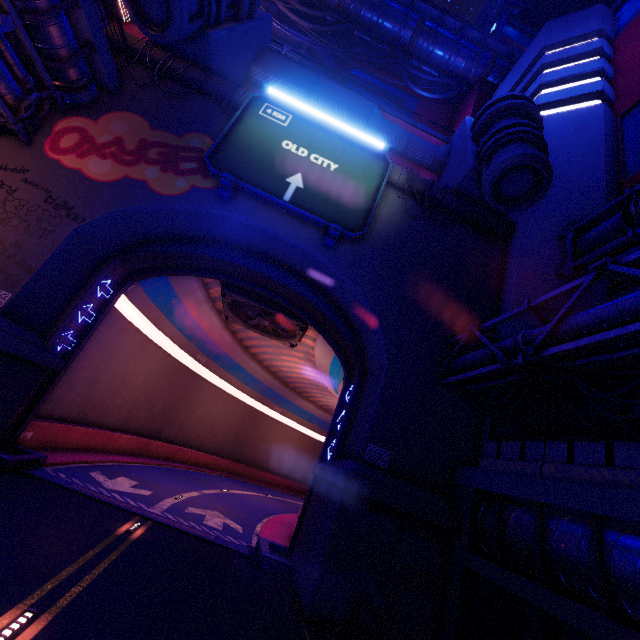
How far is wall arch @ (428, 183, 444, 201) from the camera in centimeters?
1664cm

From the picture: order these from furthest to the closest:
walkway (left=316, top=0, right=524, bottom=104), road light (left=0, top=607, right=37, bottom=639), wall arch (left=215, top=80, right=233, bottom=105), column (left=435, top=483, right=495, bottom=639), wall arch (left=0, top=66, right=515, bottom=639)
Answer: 1. walkway (left=316, top=0, right=524, bottom=104)
2. wall arch (left=215, top=80, right=233, bottom=105)
3. wall arch (left=0, top=66, right=515, bottom=639)
4. column (left=435, top=483, right=495, bottom=639)
5. road light (left=0, top=607, right=37, bottom=639)

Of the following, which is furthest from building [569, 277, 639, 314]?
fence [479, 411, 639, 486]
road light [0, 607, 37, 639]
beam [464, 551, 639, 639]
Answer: road light [0, 607, 37, 639]

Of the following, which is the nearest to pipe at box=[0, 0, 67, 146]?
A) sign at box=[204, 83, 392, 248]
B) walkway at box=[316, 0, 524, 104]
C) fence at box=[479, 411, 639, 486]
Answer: sign at box=[204, 83, 392, 248]

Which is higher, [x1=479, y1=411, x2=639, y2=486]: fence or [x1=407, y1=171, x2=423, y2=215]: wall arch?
[x1=407, y1=171, x2=423, y2=215]: wall arch

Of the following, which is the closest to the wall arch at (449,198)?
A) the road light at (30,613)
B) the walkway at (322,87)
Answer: the walkway at (322,87)

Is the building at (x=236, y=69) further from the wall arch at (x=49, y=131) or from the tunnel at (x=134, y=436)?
the tunnel at (x=134, y=436)

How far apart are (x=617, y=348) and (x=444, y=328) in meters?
6.4
